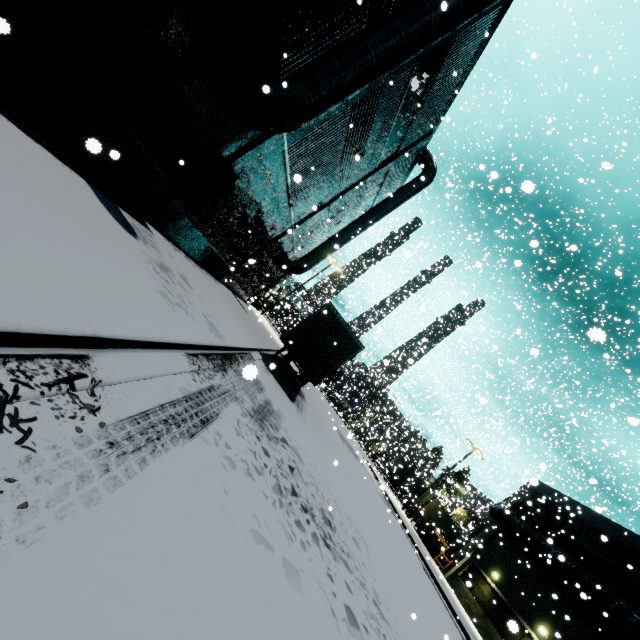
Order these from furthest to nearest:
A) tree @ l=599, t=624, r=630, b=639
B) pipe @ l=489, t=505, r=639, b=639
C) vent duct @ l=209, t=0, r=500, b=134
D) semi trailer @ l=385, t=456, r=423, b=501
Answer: semi trailer @ l=385, t=456, r=423, b=501, tree @ l=599, t=624, r=630, b=639, pipe @ l=489, t=505, r=639, b=639, vent duct @ l=209, t=0, r=500, b=134

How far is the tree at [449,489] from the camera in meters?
25.7 m

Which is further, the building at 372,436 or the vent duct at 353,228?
the building at 372,436

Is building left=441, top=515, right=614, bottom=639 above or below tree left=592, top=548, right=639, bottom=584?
below

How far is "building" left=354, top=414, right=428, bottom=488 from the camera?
33.8m

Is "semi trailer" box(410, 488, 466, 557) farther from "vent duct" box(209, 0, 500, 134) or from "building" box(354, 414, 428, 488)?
"vent duct" box(209, 0, 500, 134)

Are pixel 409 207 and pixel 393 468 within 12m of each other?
no

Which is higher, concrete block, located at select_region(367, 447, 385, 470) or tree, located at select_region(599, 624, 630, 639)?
tree, located at select_region(599, 624, 630, 639)
